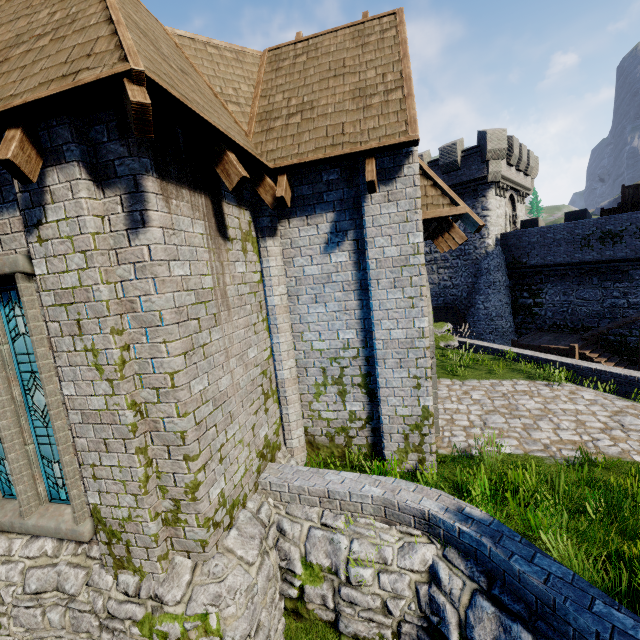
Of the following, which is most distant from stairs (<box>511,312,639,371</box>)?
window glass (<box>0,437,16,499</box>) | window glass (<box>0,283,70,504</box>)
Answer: window glass (<box>0,437,16,499</box>)

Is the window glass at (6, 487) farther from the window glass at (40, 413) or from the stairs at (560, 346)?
the stairs at (560, 346)

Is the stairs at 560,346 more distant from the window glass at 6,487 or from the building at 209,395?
the window glass at 6,487

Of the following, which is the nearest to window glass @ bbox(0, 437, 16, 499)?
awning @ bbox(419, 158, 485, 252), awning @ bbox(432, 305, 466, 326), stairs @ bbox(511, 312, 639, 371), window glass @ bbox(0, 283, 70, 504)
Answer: window glass @ bbox(0, 283, 70, 504)

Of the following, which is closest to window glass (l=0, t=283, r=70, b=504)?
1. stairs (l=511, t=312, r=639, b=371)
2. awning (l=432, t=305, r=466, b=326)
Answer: stairs (l=511, t=312, r=639, b=371)

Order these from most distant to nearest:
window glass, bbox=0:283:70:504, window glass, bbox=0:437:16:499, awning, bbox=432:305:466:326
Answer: awning, bbox=432:305:466:326 → window glass, bbox=0:437:16:499 → window glass, bbox=0:283:70:504

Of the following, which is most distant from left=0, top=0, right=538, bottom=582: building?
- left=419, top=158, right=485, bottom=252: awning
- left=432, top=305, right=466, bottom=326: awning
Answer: left=432, top=305, right=466, bottom=326: awning

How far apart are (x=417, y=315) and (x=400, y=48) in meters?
5.0
